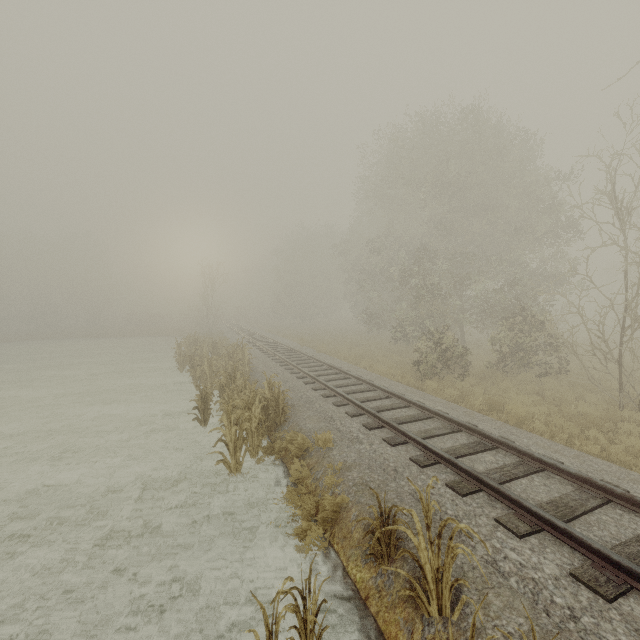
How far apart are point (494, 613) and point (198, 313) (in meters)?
37.38

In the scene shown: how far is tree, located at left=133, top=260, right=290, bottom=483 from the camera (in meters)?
7.52

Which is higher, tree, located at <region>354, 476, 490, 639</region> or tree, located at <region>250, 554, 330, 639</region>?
tree, located at <region>354, 476, 490, 639</region>

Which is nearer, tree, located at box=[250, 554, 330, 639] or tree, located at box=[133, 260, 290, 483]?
tree, located at box=[250, 554, 330, 639]

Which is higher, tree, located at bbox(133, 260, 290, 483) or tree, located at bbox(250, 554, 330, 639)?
tree, located at bbox(133, 260, 290, 483)

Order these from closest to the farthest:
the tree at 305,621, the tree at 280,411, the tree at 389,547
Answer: the tree at 305,621 → the tree at 389,547 → the tree at 280,411

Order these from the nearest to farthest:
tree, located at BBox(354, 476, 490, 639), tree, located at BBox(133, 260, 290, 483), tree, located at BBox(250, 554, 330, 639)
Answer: tree, located at BBox(250, 554, 330, 639) → tree, located at BBox(354, 476, 490, 639) → tree, located at BBox(133, 260, 290, 483)

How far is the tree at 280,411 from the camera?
7.5 meters
